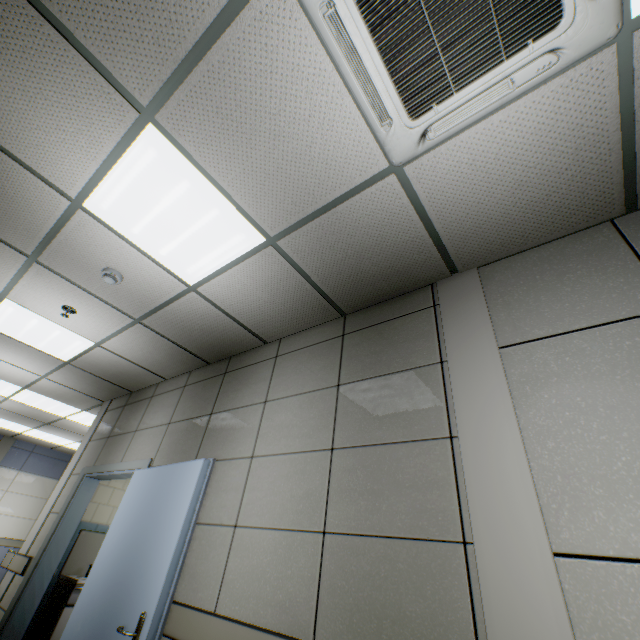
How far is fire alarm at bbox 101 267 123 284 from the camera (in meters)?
2.79

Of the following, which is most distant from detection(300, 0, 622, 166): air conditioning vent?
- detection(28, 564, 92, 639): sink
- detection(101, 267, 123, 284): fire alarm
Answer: detection(28, 564, 92, 639): sink

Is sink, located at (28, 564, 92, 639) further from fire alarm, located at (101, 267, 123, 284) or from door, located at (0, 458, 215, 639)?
fire alarm, located at (101, 267, 123, 284)

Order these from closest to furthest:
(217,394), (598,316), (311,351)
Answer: (598,316)
(311,351)
(217,394)

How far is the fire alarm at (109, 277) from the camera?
2.8m

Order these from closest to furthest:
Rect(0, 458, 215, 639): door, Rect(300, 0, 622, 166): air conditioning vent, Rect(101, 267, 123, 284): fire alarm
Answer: Rect(300, 0, 622, 166): air conditioning vent
Rect(0, 458, 215, 639): door
Rect(101, 267, 123, 284): fire alarm

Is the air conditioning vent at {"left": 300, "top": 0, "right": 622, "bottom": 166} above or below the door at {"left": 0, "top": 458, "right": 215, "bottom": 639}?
above

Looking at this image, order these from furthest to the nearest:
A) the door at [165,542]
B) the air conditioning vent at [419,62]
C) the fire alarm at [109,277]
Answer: the fire alarm at [109,277], the door at [165,542], the air conditioning vent at [419,62]
